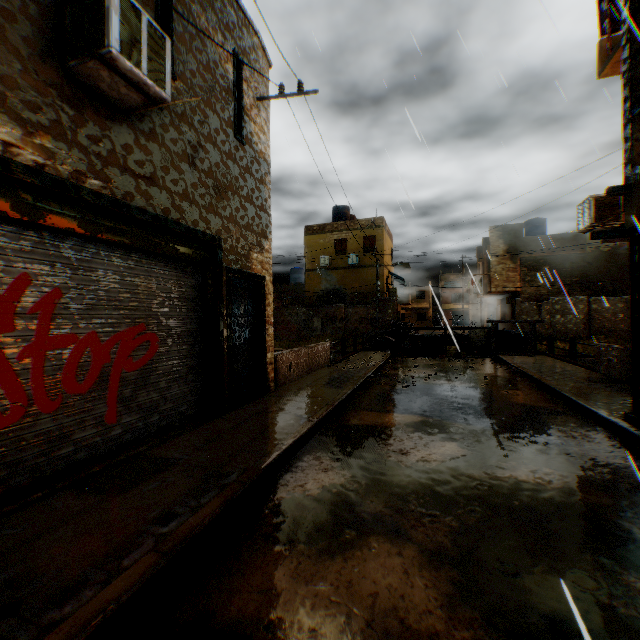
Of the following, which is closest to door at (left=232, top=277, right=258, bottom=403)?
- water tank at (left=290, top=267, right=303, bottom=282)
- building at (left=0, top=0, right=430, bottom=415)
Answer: building at (left=0, top=0, right=430, bottom=415)

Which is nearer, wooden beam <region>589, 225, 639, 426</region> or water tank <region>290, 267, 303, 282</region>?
wooden beam <region>589, 225, 639, 426</region>

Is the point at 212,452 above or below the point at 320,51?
below

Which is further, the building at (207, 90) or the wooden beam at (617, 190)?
the wooden beam at (617, 190)

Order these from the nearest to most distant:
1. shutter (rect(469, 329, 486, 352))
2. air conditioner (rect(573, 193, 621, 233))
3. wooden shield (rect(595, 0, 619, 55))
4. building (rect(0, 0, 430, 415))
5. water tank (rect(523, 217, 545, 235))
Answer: building (rect(0, 0, 430, 415))
air conditioner (rect(573, 193, 621, 233))
wooden shield (rect(595, 0, 619, 55))
shutter (rect(469, 329, 486, 352))
water tank (rect(523, 217, 545, 235))

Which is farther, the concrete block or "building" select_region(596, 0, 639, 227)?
the concrete block

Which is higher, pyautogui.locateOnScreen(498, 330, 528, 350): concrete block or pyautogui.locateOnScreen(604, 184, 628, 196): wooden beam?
pyautogui.locateOnScreen(604, 184, 628, 196): wooden beam
